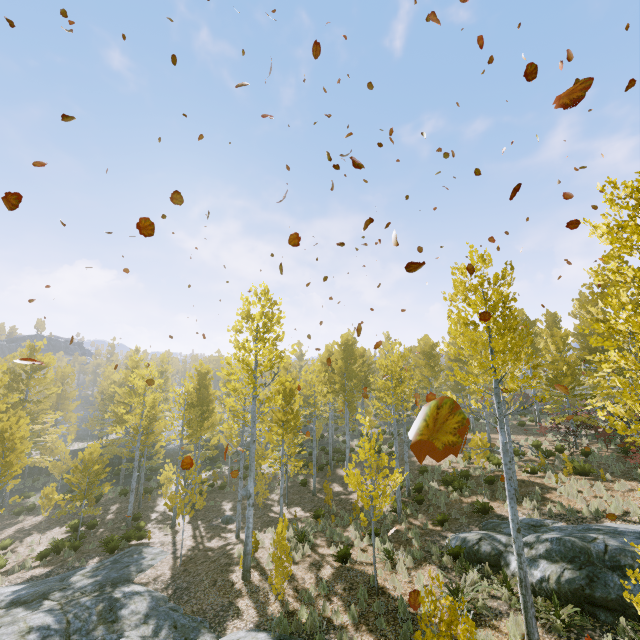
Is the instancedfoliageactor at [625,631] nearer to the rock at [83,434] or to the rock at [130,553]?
the rock at [130,553]

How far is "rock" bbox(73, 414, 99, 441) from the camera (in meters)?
43.38

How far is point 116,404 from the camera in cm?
2800

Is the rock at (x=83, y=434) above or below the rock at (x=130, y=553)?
above

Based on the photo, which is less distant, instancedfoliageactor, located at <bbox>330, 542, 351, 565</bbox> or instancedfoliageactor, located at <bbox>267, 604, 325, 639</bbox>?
instancedfoliageactor, located at <bbox>267, 604, 325, 639</bbox>

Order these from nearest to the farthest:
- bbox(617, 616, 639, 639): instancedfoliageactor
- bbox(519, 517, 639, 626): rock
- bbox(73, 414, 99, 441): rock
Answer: bbox(617, 616, 639, 639): instancedfoliageactor
bbox(519, 517, 639, 626): rock
bbox(73, 414, 99, 441): rock

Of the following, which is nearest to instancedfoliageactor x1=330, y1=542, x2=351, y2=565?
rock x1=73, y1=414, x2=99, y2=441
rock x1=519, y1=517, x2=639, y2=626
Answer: rock x1=519, y1=517, x2=639, y2=626
